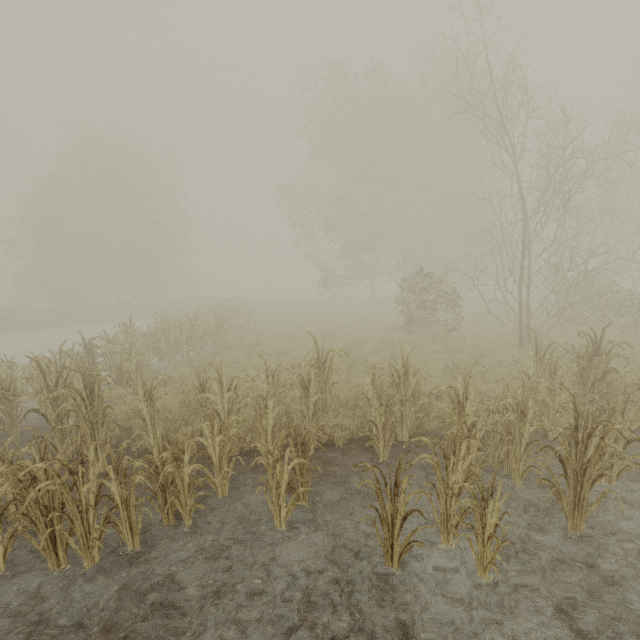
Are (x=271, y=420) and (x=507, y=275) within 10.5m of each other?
no
